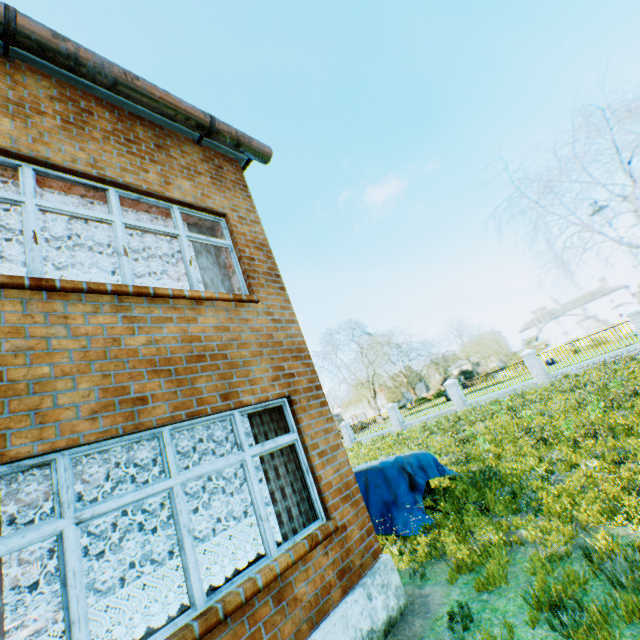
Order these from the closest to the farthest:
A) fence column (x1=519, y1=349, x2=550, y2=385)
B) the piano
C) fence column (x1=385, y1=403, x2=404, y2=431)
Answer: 1. the piano
2. fence column (x1=519, y1=349, x2=550, y2=385)
3. fence column (x1=385, y1=403, x2=404, y2=431)

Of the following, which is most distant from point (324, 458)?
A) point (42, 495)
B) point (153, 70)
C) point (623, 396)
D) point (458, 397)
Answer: point (153, 70)

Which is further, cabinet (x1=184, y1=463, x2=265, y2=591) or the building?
cabinet (x1=184, y1=463, x2=265, y2=591)

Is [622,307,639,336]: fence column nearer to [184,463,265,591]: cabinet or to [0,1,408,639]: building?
[0,1,408,639]: building

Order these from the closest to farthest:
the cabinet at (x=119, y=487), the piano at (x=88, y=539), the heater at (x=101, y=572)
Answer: the cabinet at (x=119, y=487) → the heater at (x=101, y=572) → the piano at (x=88, y=539)

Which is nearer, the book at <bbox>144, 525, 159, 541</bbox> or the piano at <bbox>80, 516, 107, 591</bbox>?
the book at <bbox>144, 525, 159, 541</bbox>

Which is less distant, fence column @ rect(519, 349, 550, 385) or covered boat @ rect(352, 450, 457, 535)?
covered boat @ rect(352, 450, 457, 535)

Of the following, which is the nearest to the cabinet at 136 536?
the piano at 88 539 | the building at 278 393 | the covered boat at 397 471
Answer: the building at 278 393
